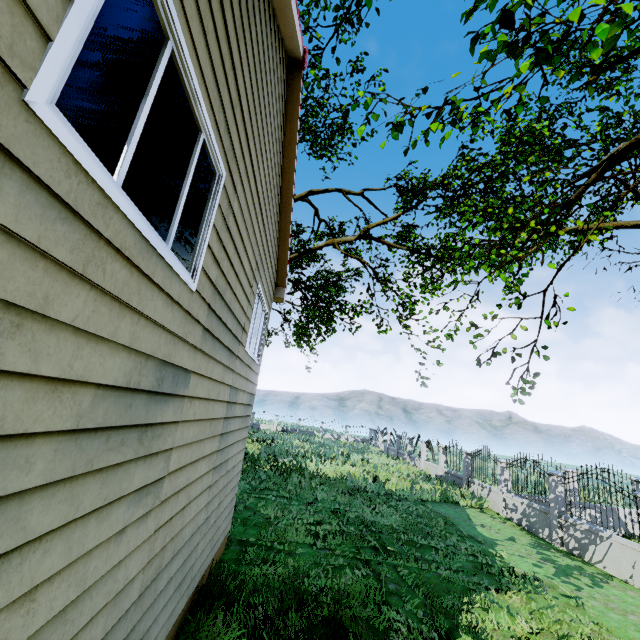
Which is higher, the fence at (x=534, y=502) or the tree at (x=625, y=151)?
the tree at (x=625, y=151)

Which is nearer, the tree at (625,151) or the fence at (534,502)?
the tree at (625,151)

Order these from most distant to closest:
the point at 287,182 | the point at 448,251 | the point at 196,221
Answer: the point at 448,251 → the point at 287,182 → the point at 196,221

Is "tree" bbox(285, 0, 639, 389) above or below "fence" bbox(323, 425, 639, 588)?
above

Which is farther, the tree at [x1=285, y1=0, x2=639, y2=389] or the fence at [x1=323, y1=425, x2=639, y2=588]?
the fence at [x1=323, y1=425, x2=639, y2=588]
